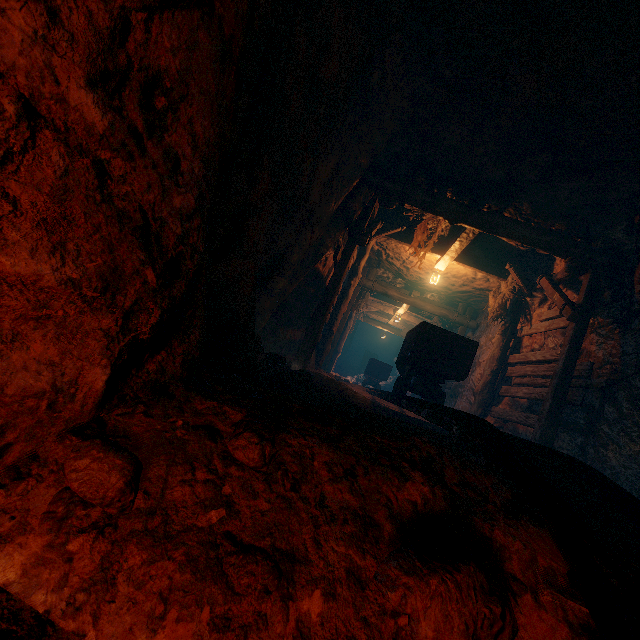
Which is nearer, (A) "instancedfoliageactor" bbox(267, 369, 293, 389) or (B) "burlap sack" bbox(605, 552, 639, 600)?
(B) "burlap sack" bbox(605, 552, 639, 600)

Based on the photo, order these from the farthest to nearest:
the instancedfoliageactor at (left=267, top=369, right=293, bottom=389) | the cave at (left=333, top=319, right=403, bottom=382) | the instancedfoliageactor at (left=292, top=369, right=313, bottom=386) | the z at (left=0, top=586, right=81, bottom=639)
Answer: the cave at (left=333, top=319, right=403, bottom=382), the instancedfoliageactor at (left=292, top=369, right=313, bottom=386), the instancedfoliageactor at (left=267, top=369, right=293, bottom=389), the z at (left=0, top=586, right=81, bottom=639)

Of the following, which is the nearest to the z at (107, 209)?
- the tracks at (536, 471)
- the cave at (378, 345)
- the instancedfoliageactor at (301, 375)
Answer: the tracks at (536, 471)

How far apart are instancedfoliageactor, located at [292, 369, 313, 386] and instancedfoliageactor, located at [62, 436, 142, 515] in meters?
2.9

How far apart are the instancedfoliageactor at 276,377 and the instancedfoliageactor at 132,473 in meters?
2.0

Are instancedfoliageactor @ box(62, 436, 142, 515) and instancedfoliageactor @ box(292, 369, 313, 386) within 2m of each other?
no

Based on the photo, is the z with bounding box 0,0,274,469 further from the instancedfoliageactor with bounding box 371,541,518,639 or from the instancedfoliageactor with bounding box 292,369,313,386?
the instancedfoliageactor with bounding box 292,369,313,386

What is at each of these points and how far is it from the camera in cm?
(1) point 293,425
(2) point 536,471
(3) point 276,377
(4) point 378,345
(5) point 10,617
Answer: (1) burlap sack, 145
(2) tracks, 169
(3) instancedfoliageactor, 305
(4) cave, 2981
(5) z, 86
